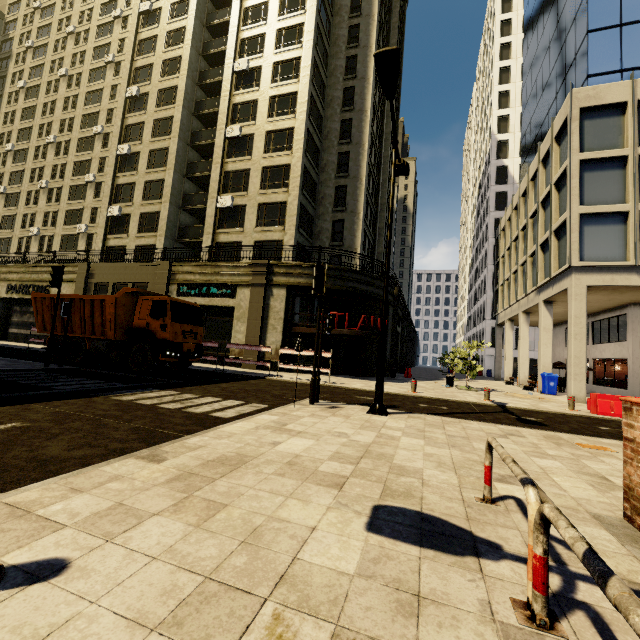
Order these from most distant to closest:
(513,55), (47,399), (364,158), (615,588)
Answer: (513,55)
(364,158)
(47,399)
(615,588)

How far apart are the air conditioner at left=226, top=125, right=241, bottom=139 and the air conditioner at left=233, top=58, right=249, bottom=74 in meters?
4.9

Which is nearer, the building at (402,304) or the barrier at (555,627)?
the barrier at (555,627)

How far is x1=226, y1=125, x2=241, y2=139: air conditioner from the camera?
26.0m

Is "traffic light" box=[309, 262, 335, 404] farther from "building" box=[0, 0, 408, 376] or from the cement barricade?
the cement barricade

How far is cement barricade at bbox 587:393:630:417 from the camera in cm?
1170

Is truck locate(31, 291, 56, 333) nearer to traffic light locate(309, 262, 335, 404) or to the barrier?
traffic light locate(309, 262, 335, 404)

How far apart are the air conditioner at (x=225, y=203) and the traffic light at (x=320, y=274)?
19.12m
